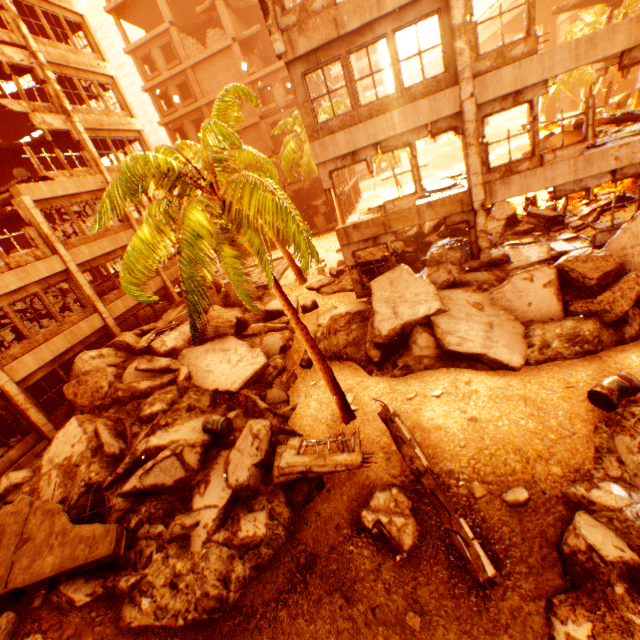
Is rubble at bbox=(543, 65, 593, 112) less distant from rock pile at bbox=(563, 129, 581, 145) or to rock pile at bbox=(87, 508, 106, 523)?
rock pile at bbox=(87, 508, 106, 523)

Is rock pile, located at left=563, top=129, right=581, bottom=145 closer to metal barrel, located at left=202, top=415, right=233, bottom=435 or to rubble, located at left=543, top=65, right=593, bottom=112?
rubble, located at left=543, top=65, right=593, bottom=112

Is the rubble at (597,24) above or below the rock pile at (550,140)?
above

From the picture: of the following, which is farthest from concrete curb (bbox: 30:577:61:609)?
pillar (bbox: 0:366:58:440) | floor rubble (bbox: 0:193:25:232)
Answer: floor rubble (bbox: 0:193:25:232)

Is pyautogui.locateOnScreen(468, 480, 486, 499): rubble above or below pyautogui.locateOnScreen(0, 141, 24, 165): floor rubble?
below

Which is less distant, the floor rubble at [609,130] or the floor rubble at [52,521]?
the floor rubble at [52,521]

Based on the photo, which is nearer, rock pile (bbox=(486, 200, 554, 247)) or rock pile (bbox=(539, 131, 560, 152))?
rock pile (bbox=(486, 200, 554, 247))

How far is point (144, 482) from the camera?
8.1m
